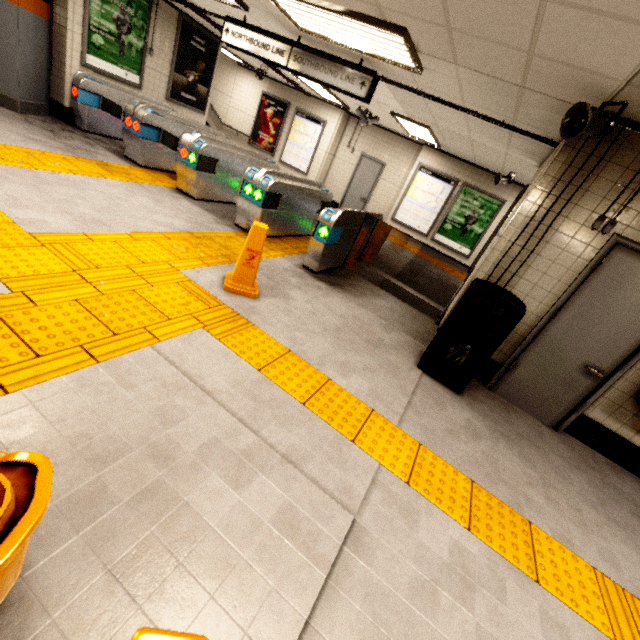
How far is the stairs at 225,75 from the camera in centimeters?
1159cm

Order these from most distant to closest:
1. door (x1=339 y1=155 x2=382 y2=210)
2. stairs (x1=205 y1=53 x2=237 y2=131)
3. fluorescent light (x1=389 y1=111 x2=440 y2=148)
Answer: stairs (x1=205 y1=53 x2=237 y2=131), door (x1=339 y1=155 x2=382 y2=210), fluorescent light (x1=389 y1=111 x2=440 y2=148)

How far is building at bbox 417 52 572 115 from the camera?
3.4m

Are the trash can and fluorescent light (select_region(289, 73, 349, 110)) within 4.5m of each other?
no

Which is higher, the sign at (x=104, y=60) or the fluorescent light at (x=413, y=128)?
the fluorescent light at (x=413, y=128)

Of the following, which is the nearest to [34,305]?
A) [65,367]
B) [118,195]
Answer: [65,367]

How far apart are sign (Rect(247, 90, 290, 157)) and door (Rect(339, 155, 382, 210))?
3.0 meters

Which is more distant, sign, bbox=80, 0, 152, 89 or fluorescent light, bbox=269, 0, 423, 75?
sign, bbox=80, 0, 152, 89
